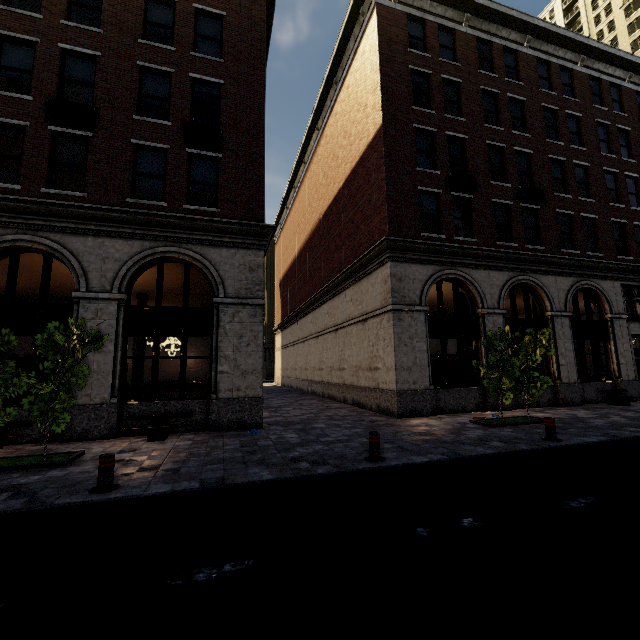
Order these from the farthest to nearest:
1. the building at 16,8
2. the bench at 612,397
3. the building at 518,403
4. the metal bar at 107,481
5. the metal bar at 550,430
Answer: the bench at 612,397
the building at 518,403
the building at 16,8
the metal bar at 550,430
the metal bar at 107,481

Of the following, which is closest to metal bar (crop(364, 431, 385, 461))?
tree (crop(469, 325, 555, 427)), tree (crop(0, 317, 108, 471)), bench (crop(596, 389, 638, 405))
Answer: tree (crop(469, 325, 555, 427))

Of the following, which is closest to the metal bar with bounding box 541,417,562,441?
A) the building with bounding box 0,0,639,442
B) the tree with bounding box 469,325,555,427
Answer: the tree with bounding box 469,325,555,427

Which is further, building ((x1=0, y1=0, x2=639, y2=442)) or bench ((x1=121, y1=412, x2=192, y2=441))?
building ((x1=0, y1=0, x2=639, y2=442))

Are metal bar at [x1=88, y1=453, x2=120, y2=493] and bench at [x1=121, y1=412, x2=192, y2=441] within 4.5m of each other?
yes

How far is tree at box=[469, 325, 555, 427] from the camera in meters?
10.3

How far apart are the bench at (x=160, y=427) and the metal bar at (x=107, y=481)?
3.5 meters

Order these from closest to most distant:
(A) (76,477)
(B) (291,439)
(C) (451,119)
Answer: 1. (A) (76,477)
2. (B) (291,439)
3. (C) (451,119)
